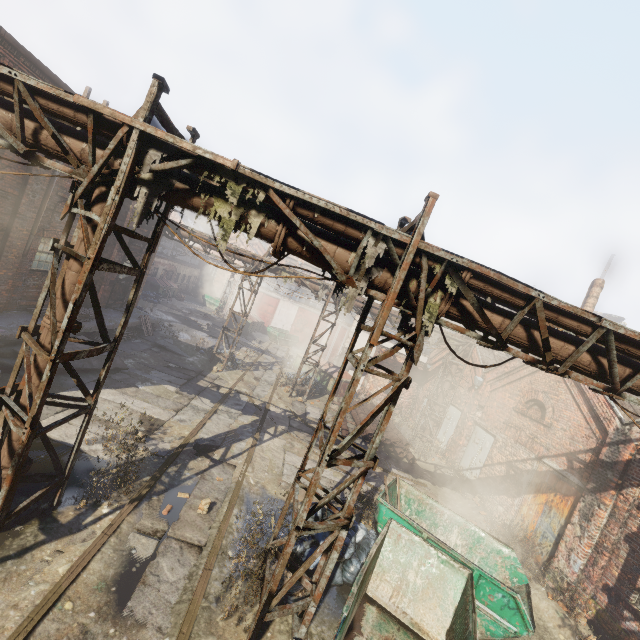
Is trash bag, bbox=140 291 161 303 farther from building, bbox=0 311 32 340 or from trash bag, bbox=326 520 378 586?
trash bag, bbox=326 520 378 586

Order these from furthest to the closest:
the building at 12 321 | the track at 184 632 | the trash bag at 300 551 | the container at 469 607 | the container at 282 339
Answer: the container at 282 339, the building at 12 321, the trash bag at 300 551, the container at 469 607, the track at 184 632

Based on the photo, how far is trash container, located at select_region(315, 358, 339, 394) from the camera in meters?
20.3

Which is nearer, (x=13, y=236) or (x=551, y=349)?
(x=551, y=349)

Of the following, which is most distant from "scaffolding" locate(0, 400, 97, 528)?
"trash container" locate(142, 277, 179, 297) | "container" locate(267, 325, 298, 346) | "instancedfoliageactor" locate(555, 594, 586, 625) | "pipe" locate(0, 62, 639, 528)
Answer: "trash container" locate(142, 277, 179, 297)

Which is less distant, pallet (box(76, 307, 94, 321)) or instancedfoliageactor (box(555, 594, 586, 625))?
instancedfoliageactor (box(555, 594, 586, 625))

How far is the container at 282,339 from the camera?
31.7 meters

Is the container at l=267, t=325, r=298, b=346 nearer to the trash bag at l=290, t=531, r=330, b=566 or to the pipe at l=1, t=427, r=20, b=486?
the pipe at l=1, t=427, r=20, b=486
